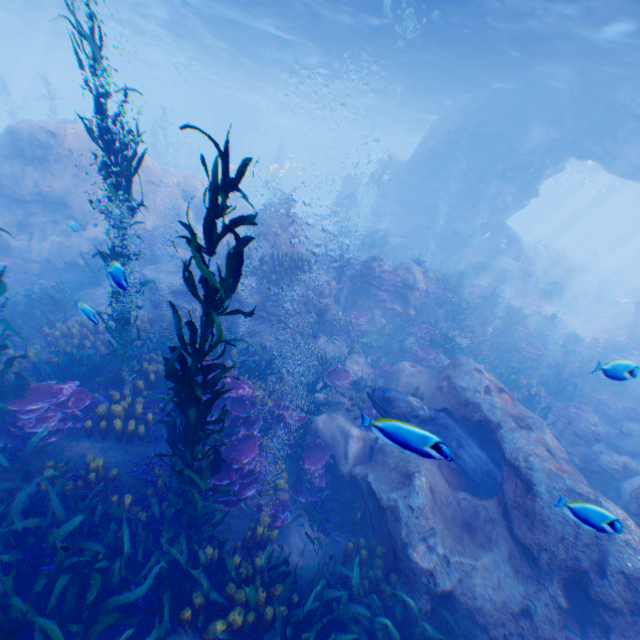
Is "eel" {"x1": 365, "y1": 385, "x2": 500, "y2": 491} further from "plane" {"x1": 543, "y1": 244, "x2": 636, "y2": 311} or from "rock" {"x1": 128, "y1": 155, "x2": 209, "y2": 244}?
"plane" {"x1": 543, "y1": 244, "x2": 636, "y2": 311}

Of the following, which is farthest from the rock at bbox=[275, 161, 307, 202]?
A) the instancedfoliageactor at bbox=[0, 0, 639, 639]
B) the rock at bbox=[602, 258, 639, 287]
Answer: the rock at bbox=[602, 258, 639, 287]

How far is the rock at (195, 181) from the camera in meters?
15.6 m

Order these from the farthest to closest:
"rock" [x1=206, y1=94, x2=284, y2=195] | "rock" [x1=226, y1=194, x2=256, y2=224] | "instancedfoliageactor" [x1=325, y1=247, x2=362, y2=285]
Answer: "rock" [x1=206, y1=94, x2=284, y2=195]
"rock" [x1=226, y1=194, x2=256, y2=224]
"instancedfoliageactor" [x1=325, y1=247, x2=362, y2=285]

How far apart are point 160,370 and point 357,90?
29.7 meters

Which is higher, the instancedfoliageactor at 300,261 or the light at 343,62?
the light at 343,62

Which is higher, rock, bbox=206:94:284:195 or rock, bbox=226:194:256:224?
rock, bbox=206:94:284:195
